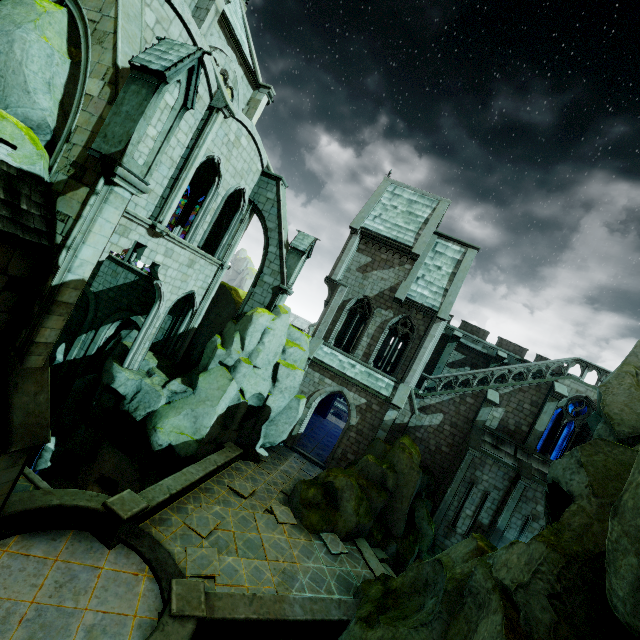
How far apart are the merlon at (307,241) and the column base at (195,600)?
13.7m

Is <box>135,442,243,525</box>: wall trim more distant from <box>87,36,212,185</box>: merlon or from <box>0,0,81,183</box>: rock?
<box>87,36,212,185</box>: merlon

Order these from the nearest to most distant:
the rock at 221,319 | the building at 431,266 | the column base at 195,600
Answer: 1. the column base at 195,600
2. the rock at 221,319
3. the building at 431,266

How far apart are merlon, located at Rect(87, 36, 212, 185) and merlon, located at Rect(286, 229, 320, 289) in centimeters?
1090cm

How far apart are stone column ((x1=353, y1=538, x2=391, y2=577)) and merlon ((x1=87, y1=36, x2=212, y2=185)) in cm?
1647

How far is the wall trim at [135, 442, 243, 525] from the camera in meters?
10.8 m

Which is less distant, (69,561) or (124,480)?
(69,561)

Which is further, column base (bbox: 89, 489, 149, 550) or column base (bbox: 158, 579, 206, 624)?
column base (bbox: 89, 489, 149, 550)
